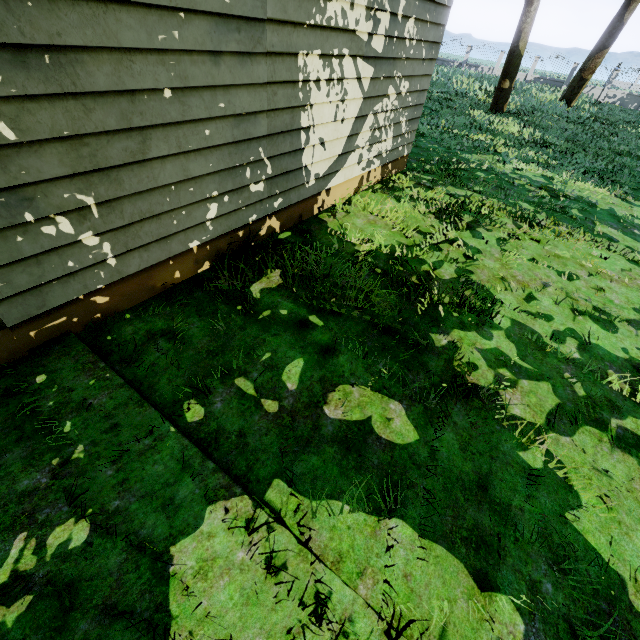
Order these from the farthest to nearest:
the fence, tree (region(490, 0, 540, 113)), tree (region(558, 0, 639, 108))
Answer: the fence, tree (region(558, 0, 639, 108)), tree (region(490, 0, 540, 113))

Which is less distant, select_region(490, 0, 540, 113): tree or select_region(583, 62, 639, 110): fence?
select_region(490, 0, 540, 113): tree

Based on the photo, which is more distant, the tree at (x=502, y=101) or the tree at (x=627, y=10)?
the tree at (x=627, y=10)

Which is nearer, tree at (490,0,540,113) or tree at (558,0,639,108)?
tree at (490,0,540,113)

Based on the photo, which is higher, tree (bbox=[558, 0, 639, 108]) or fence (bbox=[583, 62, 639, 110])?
tree (bbox=[558, 0, 639, 108])

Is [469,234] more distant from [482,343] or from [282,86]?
[282,86]

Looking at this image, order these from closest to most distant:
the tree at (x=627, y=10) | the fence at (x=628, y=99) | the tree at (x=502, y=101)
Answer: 1. the tree at (x=502, y=101)
2. the tree at (x=627, y=10)
3. the fence at (x=628, y=99)
